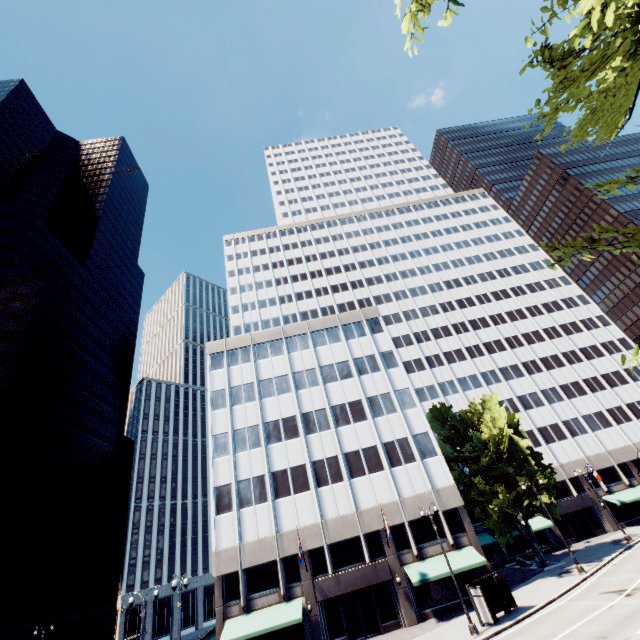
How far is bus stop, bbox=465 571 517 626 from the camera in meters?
21.6 m

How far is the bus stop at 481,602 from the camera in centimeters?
2159cm

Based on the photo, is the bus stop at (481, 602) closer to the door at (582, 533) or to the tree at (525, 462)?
the tree at (525, 462)

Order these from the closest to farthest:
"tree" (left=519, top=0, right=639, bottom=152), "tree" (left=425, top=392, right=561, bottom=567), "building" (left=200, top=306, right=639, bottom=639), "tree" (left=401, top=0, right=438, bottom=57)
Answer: "tree" (left=519, top=0, right=639, bottom=152) < "tree" (left=401, top=0, right=438, bottom=57) < "building" (left=200, top=306, right=639, bottom=639) < "tree" (left=425, top=392, right=561, bottom=567)

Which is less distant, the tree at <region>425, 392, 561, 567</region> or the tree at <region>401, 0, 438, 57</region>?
the tree at <region>401, 0, 438, 57</region>

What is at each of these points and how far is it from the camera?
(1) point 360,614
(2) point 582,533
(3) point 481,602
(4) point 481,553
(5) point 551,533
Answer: (1) door, 27.7m
(2) door, 43.3m
(3) bus stop, 21.8m
(4) building, 29.3m
(5) building, 42.9m

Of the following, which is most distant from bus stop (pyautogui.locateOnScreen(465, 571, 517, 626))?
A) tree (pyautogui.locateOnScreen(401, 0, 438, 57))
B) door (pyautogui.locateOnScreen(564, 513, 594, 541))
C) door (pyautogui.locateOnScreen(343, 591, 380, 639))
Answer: door (pyautogui.locateOnScreen(564, 513, 594, 541))

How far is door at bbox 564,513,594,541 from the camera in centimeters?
4306cm
